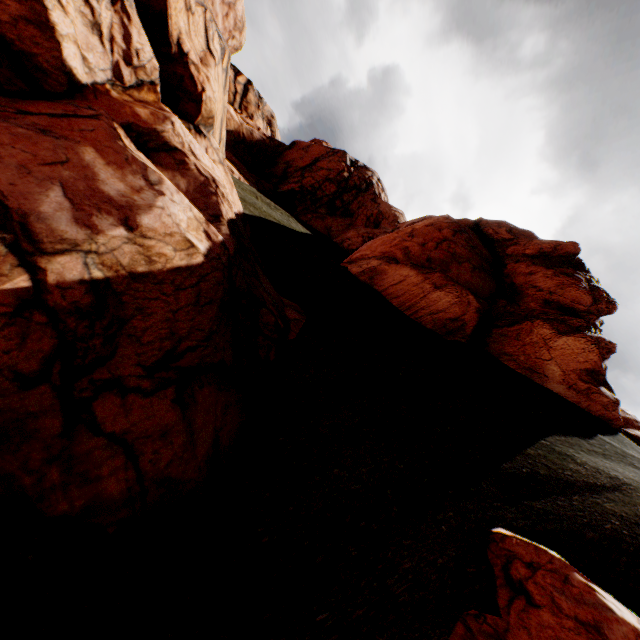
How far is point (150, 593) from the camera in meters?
4.2
